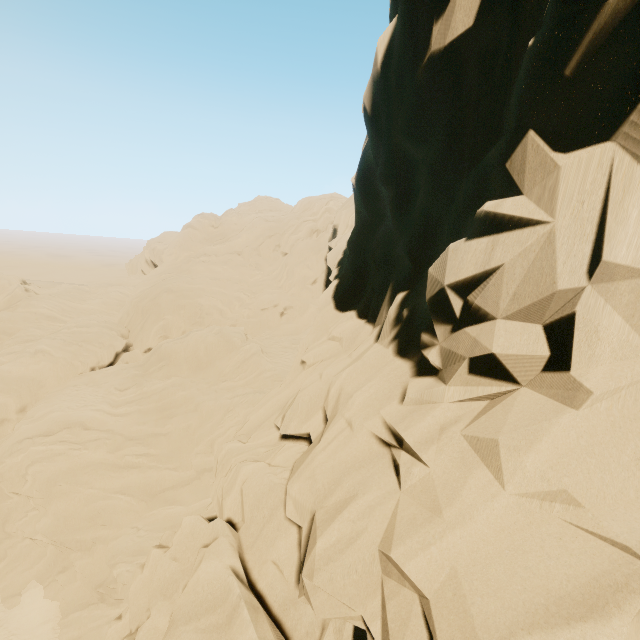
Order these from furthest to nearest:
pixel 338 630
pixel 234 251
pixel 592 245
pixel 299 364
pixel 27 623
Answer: pixel 234 251
pixel 27 623
pixel 299 364
pixel 338 630
pixel 592 245
